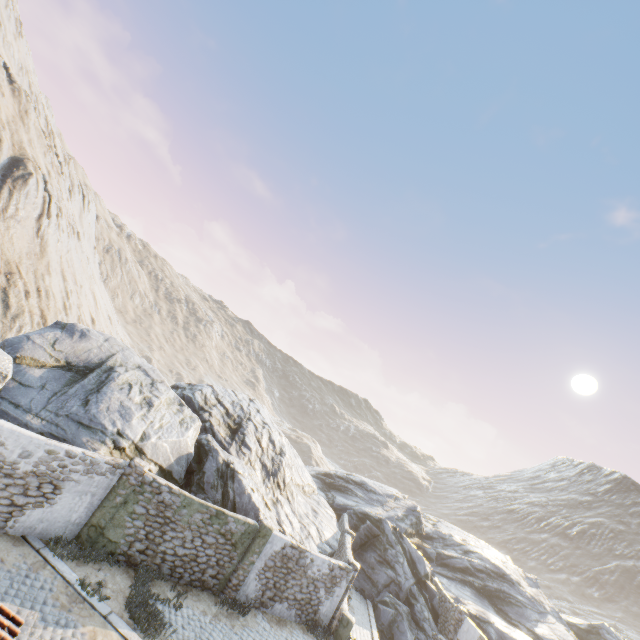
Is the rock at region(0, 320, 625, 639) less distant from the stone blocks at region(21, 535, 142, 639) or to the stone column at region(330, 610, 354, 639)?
the stone blocks at region(21, 535, 142, 639)

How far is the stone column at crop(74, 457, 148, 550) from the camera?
11.6m

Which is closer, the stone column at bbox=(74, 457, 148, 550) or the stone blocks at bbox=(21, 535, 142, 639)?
the stone blocks at bbox=(21, 535, 142, 639)

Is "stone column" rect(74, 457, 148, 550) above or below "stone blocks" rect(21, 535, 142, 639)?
above

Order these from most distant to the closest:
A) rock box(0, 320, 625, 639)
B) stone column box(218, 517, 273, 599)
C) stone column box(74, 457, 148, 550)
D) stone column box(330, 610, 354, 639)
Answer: stone column box(330, 610, 354, 639) < stone column box(218, 517, 273, 599) < rock box(0, 320, 625, 639) < stone column box(74, 457, 148, 550)

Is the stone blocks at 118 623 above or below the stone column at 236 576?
below

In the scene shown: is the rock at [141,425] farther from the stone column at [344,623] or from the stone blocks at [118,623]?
the stone column at [344,623]

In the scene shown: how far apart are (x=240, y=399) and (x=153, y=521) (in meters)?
15.47
